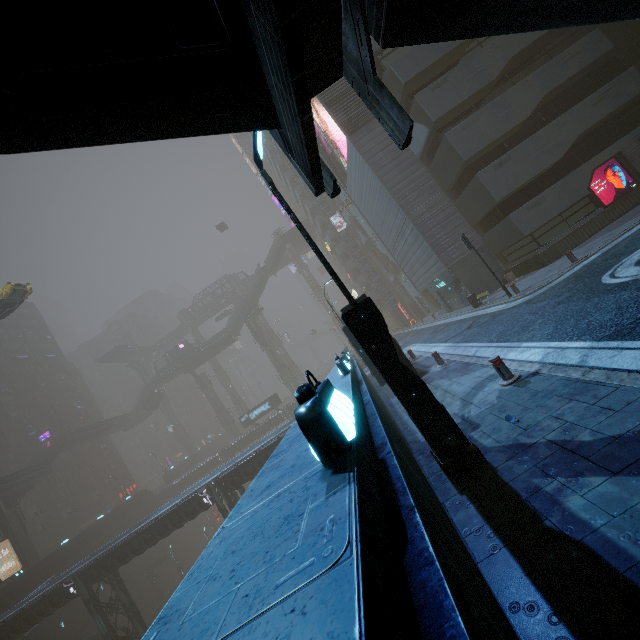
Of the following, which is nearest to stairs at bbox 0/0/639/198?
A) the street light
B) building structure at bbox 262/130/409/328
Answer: the street light

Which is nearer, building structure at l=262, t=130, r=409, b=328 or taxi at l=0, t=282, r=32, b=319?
taxi at l=0, t=282, r=32, b=319

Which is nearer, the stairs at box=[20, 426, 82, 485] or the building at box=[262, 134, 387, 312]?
the stairs at box=[20, 426, 82, 485]

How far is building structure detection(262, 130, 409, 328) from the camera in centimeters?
4391cm

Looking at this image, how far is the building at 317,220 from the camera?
49.88m

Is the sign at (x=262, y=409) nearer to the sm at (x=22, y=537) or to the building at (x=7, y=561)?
the building at (x=7, y=561)

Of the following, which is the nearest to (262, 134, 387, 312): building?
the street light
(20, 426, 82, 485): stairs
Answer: the street light

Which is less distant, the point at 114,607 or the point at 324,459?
the point at 324,459
